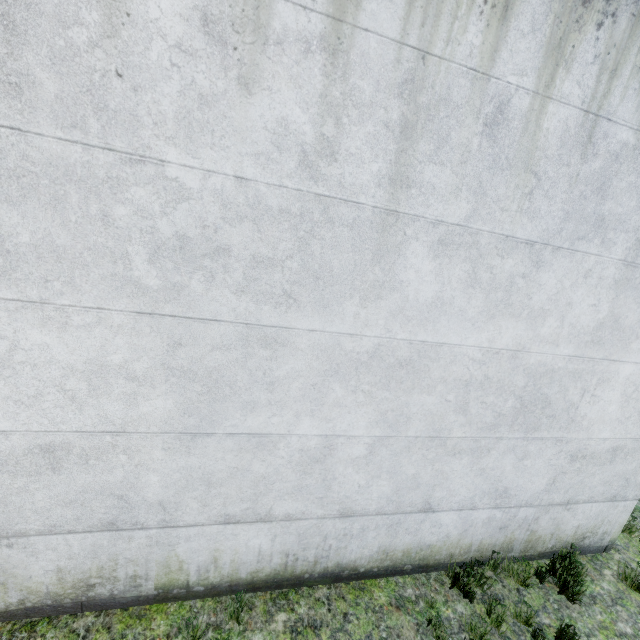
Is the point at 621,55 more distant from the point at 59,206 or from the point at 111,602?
the point at 111,602
